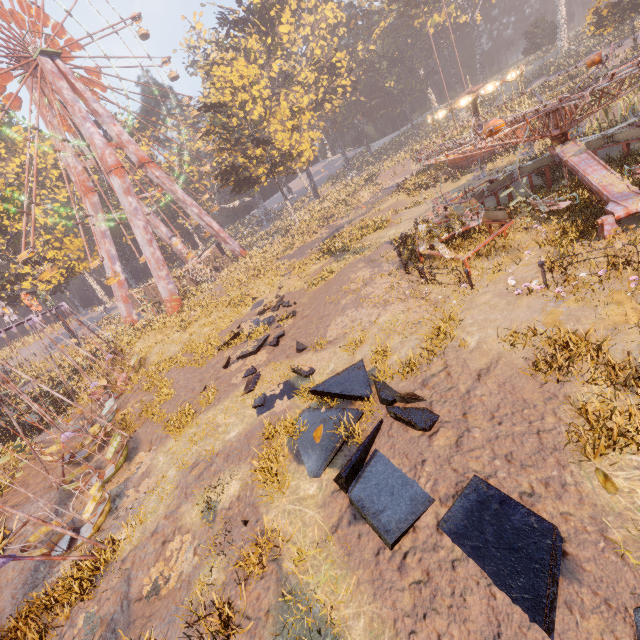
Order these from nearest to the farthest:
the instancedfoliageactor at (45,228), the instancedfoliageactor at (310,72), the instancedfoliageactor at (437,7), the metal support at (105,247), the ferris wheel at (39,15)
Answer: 1. the ferris wheel at (39,15)
2. the instancedfoliageactor at (45,228)
3. the metal support at (105,247)
4. the instancedfoliageactor at (310,72)
5. the instancedfoliageactor at (437,7)

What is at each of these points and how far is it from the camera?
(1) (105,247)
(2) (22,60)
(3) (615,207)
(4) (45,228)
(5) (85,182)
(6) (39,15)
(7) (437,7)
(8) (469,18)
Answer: (1) metal support, 36.8m
(2) ferris wheel, 32.3m
(3) merry-go-round, 8.9m
(4) instancedfoliageactor, 53.5m
(5) metal support, 36.0m
(6) ferris wheel, 33.1m
(7) instancedfoliageactor, 53.3m
(8) instancedfoliageactor, 55.4m

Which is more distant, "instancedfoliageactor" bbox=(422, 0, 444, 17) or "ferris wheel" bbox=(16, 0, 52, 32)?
"instancedfoliageactor" bbox=(422, 0, 444, 17)

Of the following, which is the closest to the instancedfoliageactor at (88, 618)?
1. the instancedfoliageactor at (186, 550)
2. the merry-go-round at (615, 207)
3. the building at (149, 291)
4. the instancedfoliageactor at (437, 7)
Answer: the instancedfoliageactor at (186, 550)

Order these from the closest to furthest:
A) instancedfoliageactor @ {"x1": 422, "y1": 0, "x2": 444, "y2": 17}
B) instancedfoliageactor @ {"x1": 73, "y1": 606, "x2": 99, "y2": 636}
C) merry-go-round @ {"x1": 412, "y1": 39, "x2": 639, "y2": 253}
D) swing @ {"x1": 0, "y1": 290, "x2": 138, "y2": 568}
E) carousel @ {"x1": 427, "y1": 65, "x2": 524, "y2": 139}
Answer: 1. instancedfoliageactor @ {"x1": 73, "y1": 606, "x2": 99, "y2": 636}
2. swing @ {"x1": 0, "y1": 290, "x2": 138, "y2": 568}
3. merry-go-round @ {"x1": 412, "y1": 39, "x2": 639, "y2": 253}
4. carousel @ {"x1": 427, "y1": 65, "x2": 524, "y2": 139}
5. instancedfoliageactor @ {"x1": 422, "y1": 0, "x2": 444, "y2": 17}

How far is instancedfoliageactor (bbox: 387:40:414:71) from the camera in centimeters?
5794cm

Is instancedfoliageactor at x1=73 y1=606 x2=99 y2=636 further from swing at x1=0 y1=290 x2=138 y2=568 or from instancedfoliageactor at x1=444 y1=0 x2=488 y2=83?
instancedfoliageactor at x1=444 y1=0 x2=488 y2=83

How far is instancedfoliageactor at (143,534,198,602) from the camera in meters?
6.9 m
